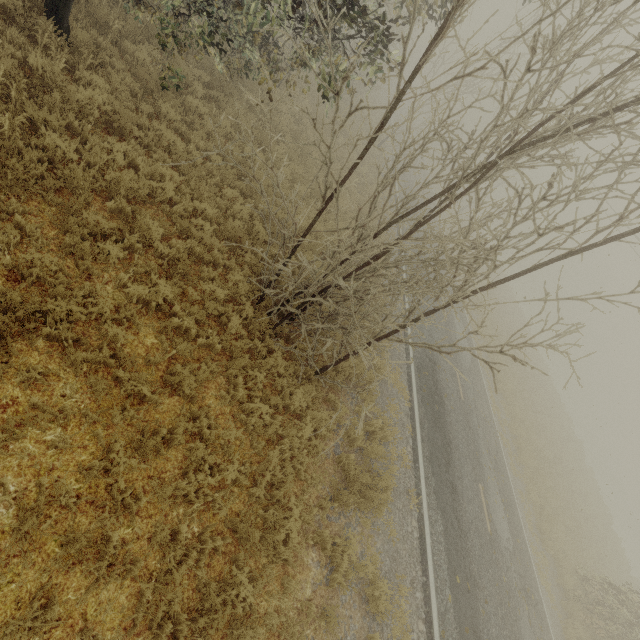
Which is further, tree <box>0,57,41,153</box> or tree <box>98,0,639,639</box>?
tree <box>0,57,41,153</box>

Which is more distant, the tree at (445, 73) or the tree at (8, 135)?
the tree at (8, 135)

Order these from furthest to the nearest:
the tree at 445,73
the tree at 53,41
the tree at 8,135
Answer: the tree at 53,41 → the tree at 8,135 → the tree at 445,73

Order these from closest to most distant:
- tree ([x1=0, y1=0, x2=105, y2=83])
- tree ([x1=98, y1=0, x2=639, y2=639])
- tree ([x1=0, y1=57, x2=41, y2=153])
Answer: tree ([x1=98, y1=0, x2=639, y2=639])
tree ([x1=0, y1=57, x2=41, y2=153])
tree ([x1=0, y1=0, x2=105, y2=83])

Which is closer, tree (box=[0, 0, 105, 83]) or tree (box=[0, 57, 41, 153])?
tree (box=[0, 57, 41, 153])

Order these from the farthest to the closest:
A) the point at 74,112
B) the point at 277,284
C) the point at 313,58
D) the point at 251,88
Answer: the point at 251,88 → the point at 277,284 → the point at 313,58 → the point at 74,112
